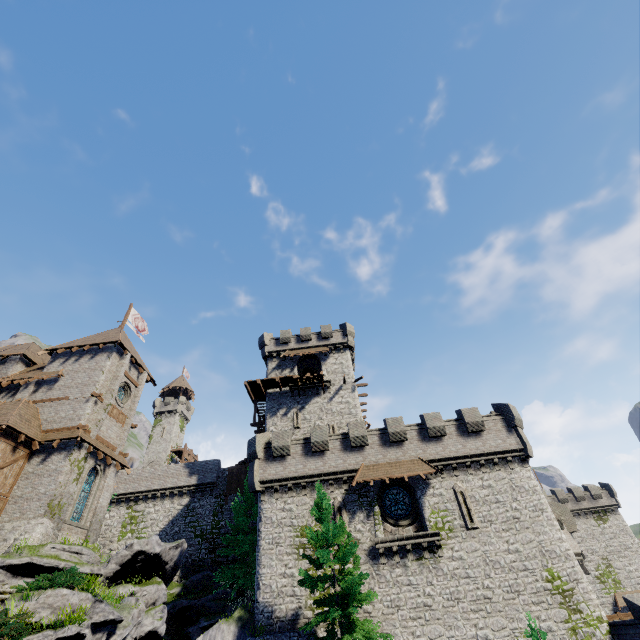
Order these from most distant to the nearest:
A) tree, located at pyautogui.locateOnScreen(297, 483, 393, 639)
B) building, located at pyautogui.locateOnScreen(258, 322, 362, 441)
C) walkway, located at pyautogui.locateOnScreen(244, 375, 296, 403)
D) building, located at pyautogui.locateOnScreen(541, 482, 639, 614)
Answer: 1. building, located at pyautogui.locateOnScreen(541, 482, 639, 614)
2. walkway, located at pyautogui.locateOnScreen(244, 375, 296, 403)
3. building, located at pyautogui.locateOnScreen(258, 322, 362, 441)
4. tree, located at pyautogui.locateOnScreen(297, 483, 393, 639)

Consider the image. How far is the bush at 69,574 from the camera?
12.2m

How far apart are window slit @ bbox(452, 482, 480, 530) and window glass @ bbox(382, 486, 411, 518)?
2.84m

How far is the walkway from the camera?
33.6m

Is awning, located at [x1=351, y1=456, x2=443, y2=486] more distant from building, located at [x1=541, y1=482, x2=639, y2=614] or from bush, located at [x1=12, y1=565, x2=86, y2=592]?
building, located at [x1=541, y1=482, x2=639, y2=614]

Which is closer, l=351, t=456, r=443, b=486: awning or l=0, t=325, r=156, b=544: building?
l=0, t=325, r=156, b=544: building

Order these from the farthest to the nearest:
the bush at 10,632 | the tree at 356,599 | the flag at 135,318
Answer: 1. the flag at 135,318
2. the tree at 356,599
3. the bush at 10,632

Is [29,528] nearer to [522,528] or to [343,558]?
[343,558]
